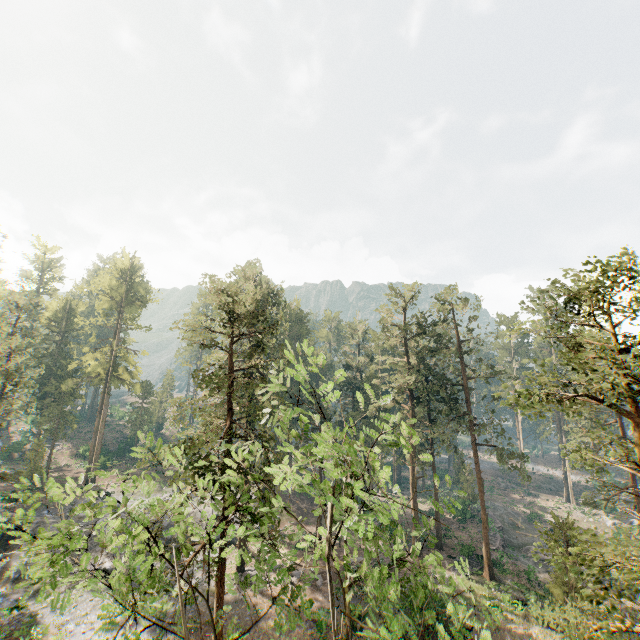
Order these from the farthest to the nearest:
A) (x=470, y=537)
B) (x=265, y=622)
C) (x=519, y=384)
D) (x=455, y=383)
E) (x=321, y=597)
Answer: (x=470, y=537)
(x=455, y=383)
(x=321, y=597)
(x=265, y=622)
(x=519, y=384)

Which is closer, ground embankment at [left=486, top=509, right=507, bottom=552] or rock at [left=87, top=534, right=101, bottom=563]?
rock at [left=87, top=534, right=101, bottom=563]

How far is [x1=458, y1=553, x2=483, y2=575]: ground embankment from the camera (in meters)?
33.10

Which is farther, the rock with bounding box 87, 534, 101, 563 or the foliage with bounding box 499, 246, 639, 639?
the rock with bounding box 87, 534, 101, 563

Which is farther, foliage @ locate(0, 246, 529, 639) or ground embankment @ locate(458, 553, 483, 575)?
ground embankment @ locate(458, 553, 483, 575)

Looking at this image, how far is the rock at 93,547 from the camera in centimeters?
2998cm

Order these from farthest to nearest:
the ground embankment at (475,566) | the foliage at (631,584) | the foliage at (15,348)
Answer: the ground embankment at (475,566) → the foliage at (631,584) → the foliage at (15,348)
